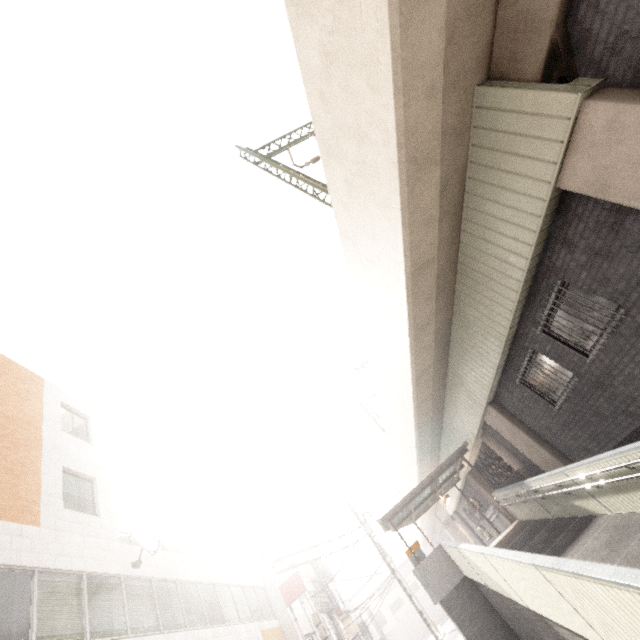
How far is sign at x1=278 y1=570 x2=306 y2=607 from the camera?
18.1m

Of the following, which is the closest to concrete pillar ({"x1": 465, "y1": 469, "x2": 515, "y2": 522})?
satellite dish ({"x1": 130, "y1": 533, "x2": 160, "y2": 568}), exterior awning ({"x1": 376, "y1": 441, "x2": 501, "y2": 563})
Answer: exterior awning ({"x1": 376, "y1": 441, "x2": 501, "y2": 563})

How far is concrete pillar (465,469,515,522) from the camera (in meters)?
17.30

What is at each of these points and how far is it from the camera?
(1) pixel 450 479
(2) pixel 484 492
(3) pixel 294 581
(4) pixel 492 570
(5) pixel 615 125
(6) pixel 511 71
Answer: (1) exterior awning, 16.69m
(2) concrete pillar, 18.20m
(3) sign, 18.56m
(4) ramp, 7.71m
(5) concrete pillar, 4.57m
(6) concrete pillar, 5.43m

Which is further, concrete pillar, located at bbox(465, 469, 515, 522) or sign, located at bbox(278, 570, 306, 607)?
sign, located at bbox(278, 570, 306, 607)

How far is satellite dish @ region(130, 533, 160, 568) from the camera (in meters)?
10.55

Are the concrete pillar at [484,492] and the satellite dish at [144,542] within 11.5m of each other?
no

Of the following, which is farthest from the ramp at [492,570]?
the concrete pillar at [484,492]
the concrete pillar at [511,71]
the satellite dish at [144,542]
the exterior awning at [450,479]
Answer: the satellite dish at [144,542]
